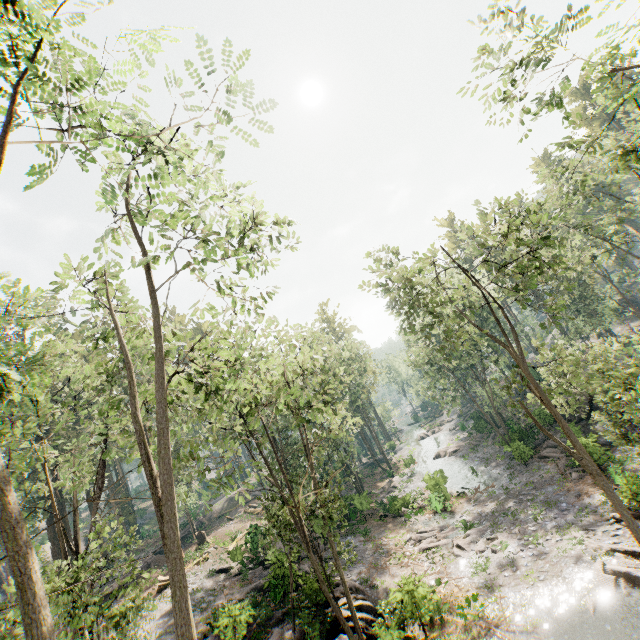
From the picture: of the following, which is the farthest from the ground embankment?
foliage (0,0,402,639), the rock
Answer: the rock

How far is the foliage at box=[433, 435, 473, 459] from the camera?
43.4m

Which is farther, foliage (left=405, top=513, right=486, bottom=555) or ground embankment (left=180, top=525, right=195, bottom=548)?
ground embankment (left=180, top=525, right=195, bottom=548)

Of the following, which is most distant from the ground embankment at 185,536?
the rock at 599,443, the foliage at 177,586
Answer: the rock at 599,443

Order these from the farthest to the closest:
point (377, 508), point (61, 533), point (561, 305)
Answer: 1. point (561, 305)
2. point (377, 508)
3. point (61, 533)

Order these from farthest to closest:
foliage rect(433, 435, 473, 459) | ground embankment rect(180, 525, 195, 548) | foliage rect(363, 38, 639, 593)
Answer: foliage rect(433, 435, 473, 459) → ground embankment rect(180, 525, 195, 548) → foliage rect(363, 38, 639, 593)
